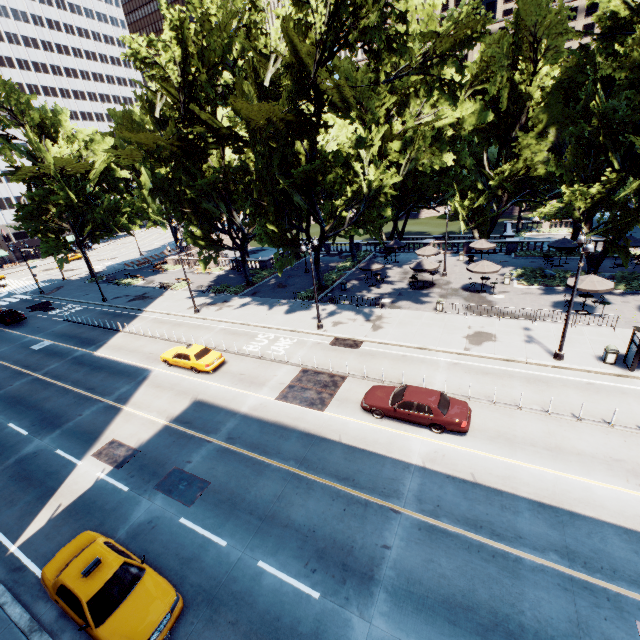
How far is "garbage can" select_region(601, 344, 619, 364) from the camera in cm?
1797

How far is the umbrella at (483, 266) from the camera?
28.2m

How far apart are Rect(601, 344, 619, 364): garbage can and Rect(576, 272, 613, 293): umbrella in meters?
5.8

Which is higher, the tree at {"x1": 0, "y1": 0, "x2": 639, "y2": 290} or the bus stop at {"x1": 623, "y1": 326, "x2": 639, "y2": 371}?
the tree at {"x1": 0, "y1": 0, "x2": 639, "y2": 290}

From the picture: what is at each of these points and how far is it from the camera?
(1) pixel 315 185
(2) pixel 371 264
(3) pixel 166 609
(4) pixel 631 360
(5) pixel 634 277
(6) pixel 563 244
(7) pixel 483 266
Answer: (1) tree, 29.0m
(2) umbrella, 33.2m
(3) vehicle, 9.6m
(4) bus stop, 17.4m
(5) bush, 28.5m
(6) umbrella, 32.2m
(7) umbrella, 28.6m

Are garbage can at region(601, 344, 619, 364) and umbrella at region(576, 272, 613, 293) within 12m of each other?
yes

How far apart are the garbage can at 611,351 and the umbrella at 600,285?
5.84m

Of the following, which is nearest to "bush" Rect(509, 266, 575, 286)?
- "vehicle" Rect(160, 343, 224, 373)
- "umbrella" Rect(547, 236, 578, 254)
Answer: "umbrella" Rect(547, 236, 578, 254)
